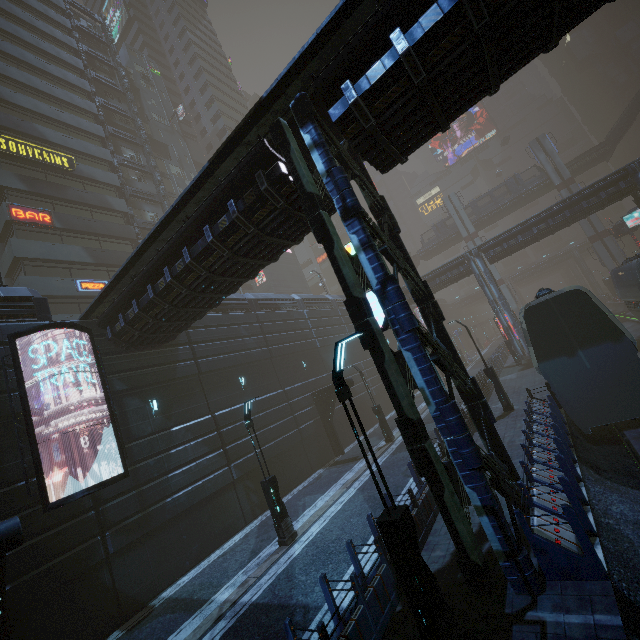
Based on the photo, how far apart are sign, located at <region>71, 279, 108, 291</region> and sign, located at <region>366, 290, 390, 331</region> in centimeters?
2269cm

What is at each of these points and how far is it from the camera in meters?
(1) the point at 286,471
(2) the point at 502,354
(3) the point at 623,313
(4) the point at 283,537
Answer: (1) building, 19.9 m
(2) building, 35.6 m
(3) train rail, 37.2 m
(4) street light, 12.3 m

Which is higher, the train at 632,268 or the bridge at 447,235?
the bridge at 447,235

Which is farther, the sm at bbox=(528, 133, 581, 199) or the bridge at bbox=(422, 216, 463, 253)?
the bridge at bbox=(422, 216, 463, 253)

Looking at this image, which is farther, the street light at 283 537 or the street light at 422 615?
the street light at 283 537

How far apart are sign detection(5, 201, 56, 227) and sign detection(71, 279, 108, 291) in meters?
4.4 m

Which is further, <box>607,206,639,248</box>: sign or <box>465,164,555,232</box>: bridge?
<box>465,164,555,232</box>: bridge

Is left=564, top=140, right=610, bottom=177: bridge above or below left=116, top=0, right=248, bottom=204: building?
below
